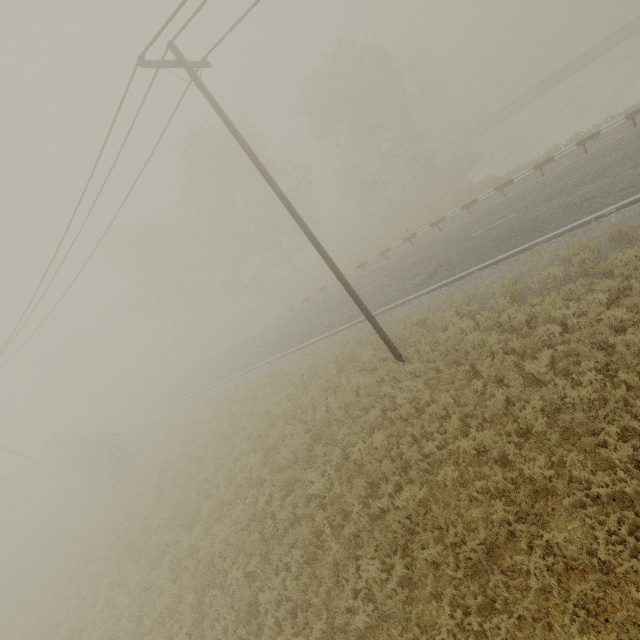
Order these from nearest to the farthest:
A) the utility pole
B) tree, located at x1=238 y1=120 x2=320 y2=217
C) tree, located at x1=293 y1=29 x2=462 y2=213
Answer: the utility pole
tree, located at x1=293 y1=29 x2=462 y2=213
tree, located at x1=238 y1=120 x2=320 y2=217

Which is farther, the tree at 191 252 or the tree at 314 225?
the tree at 314 225

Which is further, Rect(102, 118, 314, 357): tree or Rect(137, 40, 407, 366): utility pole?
Rect(102, 118, 314, 357): tree

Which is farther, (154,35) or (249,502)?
(249,502)

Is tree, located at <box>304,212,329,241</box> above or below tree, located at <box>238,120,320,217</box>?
below

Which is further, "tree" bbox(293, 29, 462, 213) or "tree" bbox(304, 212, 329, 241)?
"tree" bbox(304, 212, 329, 241)
